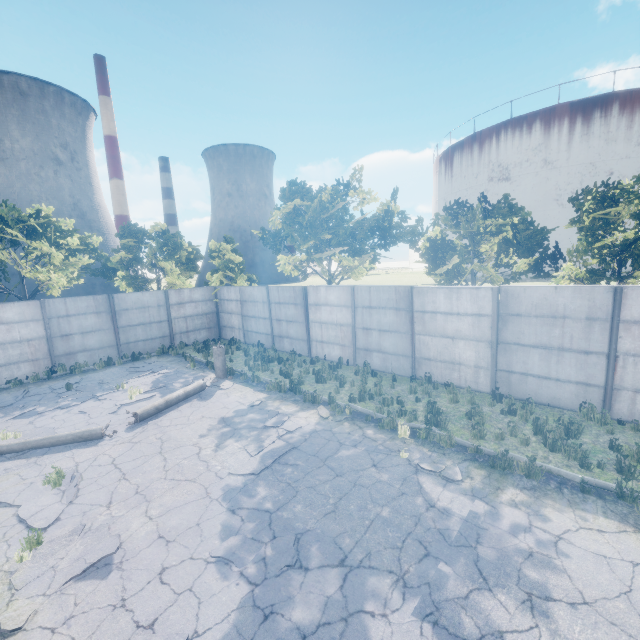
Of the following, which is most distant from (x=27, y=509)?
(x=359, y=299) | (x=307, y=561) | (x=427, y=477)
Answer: (x=359, y=299)

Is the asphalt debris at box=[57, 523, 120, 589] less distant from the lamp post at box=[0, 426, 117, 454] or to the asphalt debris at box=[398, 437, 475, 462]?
the lamp post at box=[0, 426, 117, 454]

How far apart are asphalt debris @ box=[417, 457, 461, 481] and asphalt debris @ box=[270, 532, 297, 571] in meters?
3.2 m

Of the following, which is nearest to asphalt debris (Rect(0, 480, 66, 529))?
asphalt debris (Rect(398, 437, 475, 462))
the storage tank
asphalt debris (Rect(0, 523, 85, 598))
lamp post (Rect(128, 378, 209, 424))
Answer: asphalt debris (Rect(0, 523, 85, 598))

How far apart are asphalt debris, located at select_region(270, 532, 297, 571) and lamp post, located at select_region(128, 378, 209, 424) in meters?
6.1

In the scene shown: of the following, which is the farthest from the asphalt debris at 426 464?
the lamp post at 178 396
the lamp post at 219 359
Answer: the lamp post at 219 359

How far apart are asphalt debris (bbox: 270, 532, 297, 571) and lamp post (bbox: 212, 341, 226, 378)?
8.9m

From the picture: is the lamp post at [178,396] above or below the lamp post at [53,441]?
above
